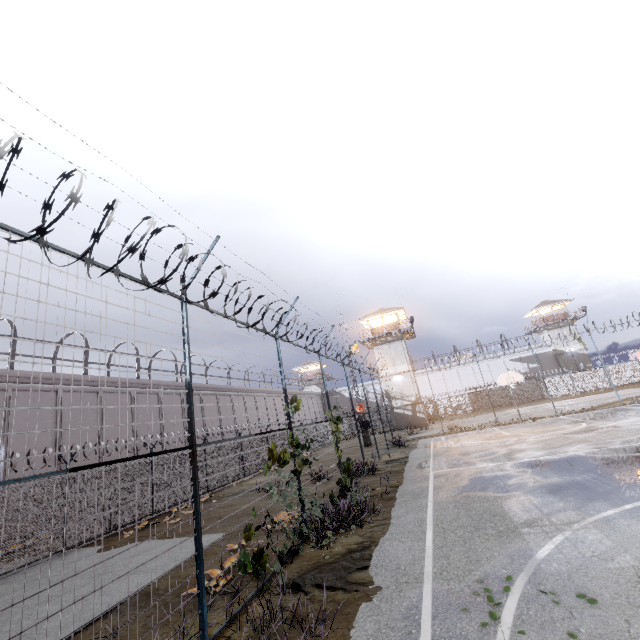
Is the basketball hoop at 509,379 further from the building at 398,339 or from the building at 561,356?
the building at 561,356

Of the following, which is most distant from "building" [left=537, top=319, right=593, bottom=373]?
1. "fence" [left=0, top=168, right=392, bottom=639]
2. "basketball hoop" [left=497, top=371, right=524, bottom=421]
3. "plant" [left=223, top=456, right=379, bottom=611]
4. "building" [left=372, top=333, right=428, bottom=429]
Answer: "plant" [left=223, top=456, right=379, bottom=611]

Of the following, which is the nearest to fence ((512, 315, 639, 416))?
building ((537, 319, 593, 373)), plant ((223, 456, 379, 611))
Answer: plant ((223, 456, 379, 611))

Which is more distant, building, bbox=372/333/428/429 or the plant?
building, bbox=372/333/428/429

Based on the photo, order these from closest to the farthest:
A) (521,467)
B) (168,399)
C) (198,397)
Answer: (521,467), (168,399), (198,397)

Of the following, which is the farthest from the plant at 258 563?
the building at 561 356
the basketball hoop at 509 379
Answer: the building at 561 356
